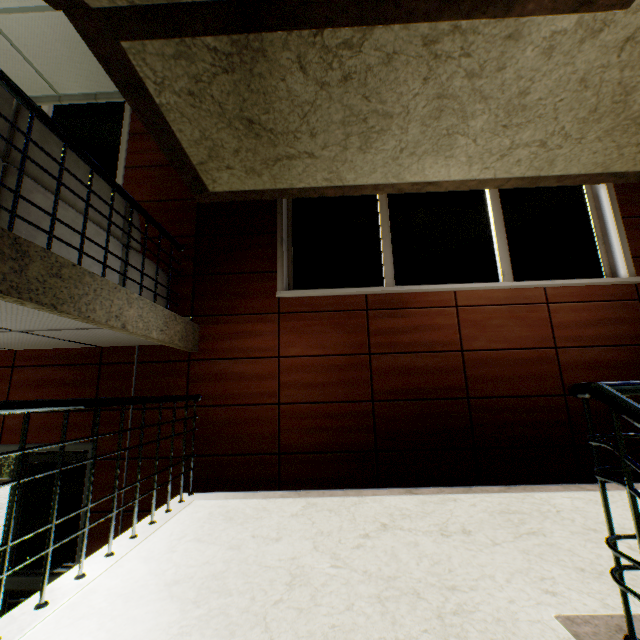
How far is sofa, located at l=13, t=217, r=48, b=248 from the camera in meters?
1.9 m

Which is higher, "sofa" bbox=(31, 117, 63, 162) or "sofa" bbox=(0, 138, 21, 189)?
"sofa" bbox=(31, 117, 63, 162)

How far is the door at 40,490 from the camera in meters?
3.5

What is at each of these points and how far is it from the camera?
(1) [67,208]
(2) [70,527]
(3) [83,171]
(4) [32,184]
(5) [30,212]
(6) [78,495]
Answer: (1) sofa, 2.26m
(2) door, 3.48m
(3) sofa, 2.45m
(4) sofa, 2.00m
(5) sofa, 1.97m
(6) door, 3.55m

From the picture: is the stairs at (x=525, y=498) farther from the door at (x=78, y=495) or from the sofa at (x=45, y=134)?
the door at (x=78, y=495)

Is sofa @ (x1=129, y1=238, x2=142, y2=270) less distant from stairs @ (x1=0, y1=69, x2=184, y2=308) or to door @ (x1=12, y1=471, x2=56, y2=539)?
stairs @ (x1=0, y1=69, x2=184, y2=308)

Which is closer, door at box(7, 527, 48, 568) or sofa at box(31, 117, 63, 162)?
sofa at box(31, 117, 63, 162)
